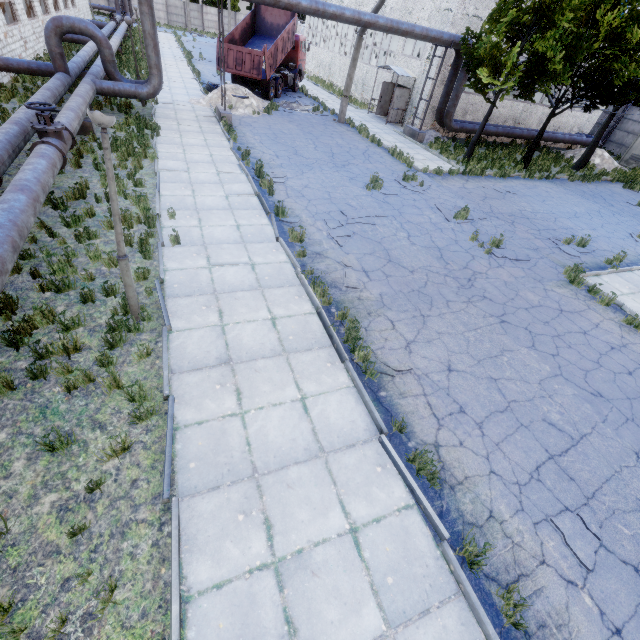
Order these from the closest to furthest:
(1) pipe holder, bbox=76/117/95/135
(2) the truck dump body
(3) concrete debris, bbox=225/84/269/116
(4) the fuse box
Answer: (1) pipe holder, bbox=76/117/95/135 < (3) concrete debris, bbox=225/84/269/116 < (2) the truck dump body < (4) the fuse box

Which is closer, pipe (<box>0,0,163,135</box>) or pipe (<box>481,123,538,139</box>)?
pipe (<box>0,0,163,135</box>)

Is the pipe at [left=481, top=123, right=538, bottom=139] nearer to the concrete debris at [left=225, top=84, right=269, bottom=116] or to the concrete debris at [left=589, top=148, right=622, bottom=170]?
the concrete debris at [left=589, top=148, right=622, bottom=170]

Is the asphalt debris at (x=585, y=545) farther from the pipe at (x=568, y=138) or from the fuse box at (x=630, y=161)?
the fuse box at (x=630, y=161)

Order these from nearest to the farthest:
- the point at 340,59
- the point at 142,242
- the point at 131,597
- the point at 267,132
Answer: the point at 131,597, the point at 142,242, the point at 267,132, the point at 340,59

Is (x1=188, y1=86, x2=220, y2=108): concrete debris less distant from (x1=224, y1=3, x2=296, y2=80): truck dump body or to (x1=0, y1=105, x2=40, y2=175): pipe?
(x1=224, y1=3, x2=296, y2=80): truck dump body

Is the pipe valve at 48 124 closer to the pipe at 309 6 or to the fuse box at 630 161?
the pipe at 309 6

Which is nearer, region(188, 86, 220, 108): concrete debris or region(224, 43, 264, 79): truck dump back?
region(188, 86, 220, 108): concrete debris
